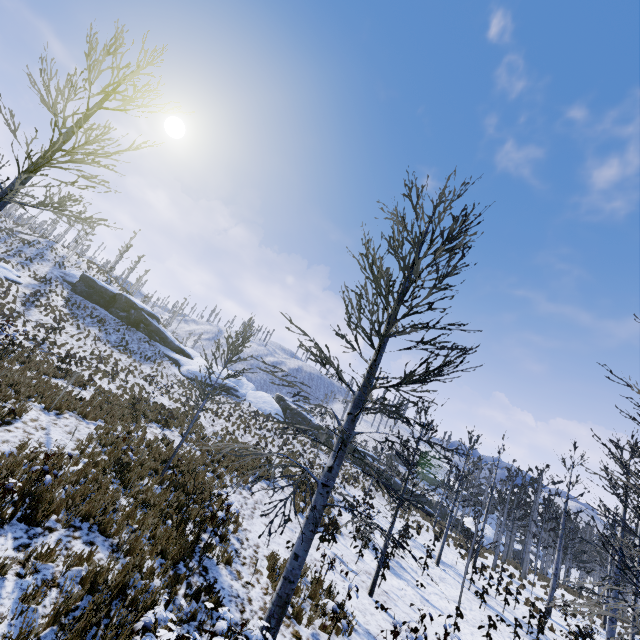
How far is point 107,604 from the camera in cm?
524

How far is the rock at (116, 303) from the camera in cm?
3747

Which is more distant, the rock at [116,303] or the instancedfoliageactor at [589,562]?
the rock at [116,303]

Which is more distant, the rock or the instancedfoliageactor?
the rock

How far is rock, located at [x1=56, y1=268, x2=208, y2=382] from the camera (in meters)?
37.47
